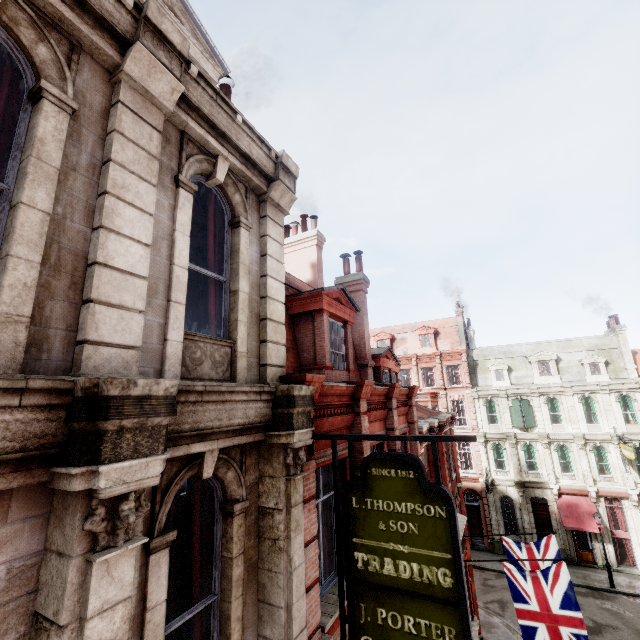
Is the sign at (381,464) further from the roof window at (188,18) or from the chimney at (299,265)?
the chimney at (299,265)

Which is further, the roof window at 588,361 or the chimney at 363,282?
the roof window at 588,361

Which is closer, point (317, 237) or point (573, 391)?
point (317, 237)

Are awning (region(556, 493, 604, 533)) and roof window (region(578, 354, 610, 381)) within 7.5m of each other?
no

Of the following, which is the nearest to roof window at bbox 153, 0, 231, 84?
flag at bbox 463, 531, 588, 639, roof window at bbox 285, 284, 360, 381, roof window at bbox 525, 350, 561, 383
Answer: roof window at bbox 285, 284, 360, 381

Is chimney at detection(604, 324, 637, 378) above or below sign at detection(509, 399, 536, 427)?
above

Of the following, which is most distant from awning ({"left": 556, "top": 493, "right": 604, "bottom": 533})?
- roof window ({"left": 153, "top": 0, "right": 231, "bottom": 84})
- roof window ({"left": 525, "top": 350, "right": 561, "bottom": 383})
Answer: roof window ({"left": 153, "top": 0, "right": 231, "bottom": 84})

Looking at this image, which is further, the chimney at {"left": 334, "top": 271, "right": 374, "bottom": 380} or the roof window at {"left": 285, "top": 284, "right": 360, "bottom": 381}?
the chimney at {"left": 334, "top": 271, "right": 374, "bottom": 380}
